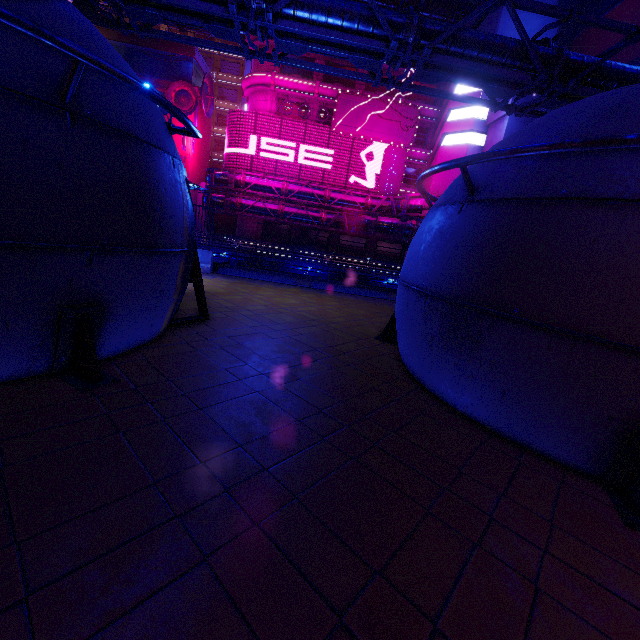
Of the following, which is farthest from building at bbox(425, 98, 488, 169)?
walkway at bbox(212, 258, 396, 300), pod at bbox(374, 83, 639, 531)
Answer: walkway at bbox(212, 258, 396, 300)

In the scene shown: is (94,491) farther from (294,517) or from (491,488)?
(491,488)

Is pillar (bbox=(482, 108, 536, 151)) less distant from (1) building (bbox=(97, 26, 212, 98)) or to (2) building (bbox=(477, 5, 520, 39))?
(2) building (bbox=(477, 5, 520, 39))

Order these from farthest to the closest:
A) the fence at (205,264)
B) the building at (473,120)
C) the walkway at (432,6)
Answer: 1. the walkway at (432,6)
2. the building at (473,120)
3. the fence at (205,264)

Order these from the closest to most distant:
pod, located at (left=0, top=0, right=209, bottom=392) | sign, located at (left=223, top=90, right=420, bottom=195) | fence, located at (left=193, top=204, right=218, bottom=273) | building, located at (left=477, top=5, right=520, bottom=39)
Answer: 1. pod, located at (left=0, top=0, right=209, bottom=392)
2. fence, located at (left=193, top=204, right=218, bottom=273)
3. building, located at (left=477, top=5, right=520, bottom=39)
4. sign, located at (left=223, top=90, right=420, bottom=195)

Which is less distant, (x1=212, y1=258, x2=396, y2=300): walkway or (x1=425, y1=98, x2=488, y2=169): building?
(x1=212, y1=258, x2=396, y2=300): walkway

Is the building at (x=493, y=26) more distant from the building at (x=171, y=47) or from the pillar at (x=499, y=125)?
the building at (x=171, y=47)

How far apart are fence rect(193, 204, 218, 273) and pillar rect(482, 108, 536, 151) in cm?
2982
